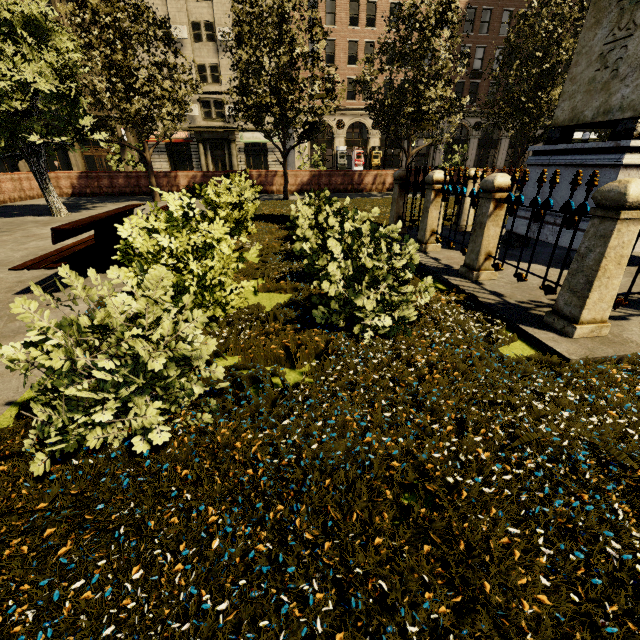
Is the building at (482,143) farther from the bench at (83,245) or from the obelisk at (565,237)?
the obelisk at (565,237)

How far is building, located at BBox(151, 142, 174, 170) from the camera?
33.3m

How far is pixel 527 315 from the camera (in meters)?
3.56

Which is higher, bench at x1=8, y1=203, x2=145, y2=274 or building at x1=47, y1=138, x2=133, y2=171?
building at x1=47, y1=138, x2=133, y2=171

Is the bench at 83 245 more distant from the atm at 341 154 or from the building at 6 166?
the atm at 341 154

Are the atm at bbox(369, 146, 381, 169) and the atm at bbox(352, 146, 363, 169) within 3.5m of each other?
yes

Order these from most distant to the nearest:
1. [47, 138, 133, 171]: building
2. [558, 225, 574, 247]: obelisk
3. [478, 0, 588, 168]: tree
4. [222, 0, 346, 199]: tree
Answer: [47, 138, 133, 171]: building
[478, 0, 588, 168]: tree
[222, 0, 346, 199]: tree
[558, 225, 574, 247]: obelisk
